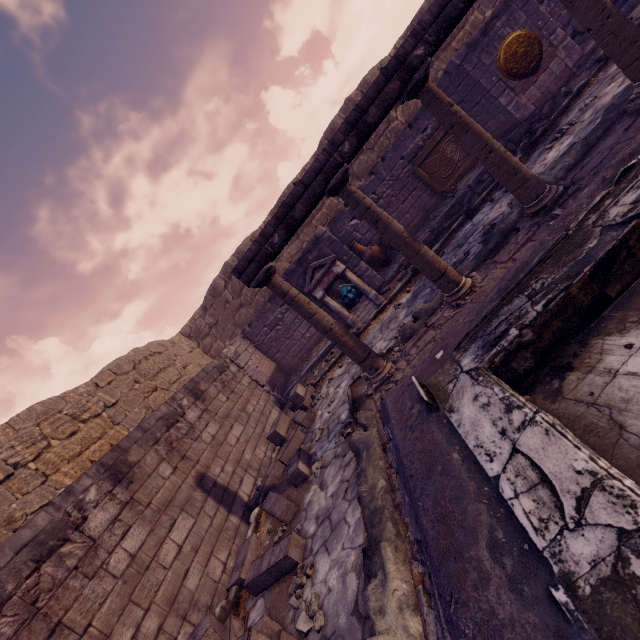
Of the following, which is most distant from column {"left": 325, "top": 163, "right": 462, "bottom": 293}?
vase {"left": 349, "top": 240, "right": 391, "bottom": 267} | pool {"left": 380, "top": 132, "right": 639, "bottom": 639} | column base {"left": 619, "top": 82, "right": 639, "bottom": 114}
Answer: vase {"left": 349, "top": 240, "right": 391, "bottom": 267}

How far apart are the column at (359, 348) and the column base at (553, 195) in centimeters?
252cm

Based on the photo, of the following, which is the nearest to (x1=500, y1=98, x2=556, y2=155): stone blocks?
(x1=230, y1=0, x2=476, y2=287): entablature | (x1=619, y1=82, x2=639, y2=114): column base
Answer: (x1=619, y1=82, x2=639, y2=114): column base

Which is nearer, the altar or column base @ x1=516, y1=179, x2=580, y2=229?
column base @ x1=516, y1=179, x2=580, y2=229

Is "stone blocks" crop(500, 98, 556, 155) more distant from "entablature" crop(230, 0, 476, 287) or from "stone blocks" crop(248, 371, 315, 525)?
"stone blocks" crop(248, 371, 315, 525)

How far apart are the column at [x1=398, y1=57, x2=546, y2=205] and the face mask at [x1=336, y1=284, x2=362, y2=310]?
4.5 meters

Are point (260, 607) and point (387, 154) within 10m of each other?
no

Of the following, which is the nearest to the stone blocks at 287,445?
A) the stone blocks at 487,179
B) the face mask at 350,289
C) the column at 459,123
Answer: the face mask at 350,289
